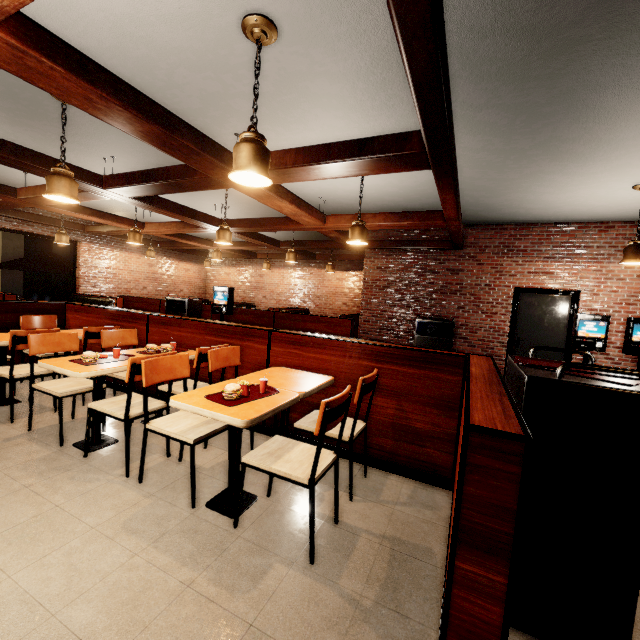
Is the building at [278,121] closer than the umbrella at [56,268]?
Yes

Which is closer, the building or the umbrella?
the building

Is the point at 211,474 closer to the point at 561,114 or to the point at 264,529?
the point at 264,529
